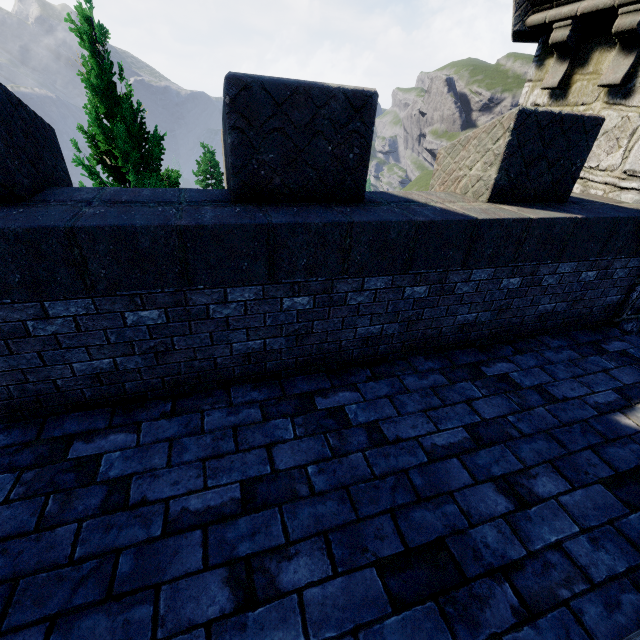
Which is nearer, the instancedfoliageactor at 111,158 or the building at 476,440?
the building at 476,440

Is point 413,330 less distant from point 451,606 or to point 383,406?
point 383,406

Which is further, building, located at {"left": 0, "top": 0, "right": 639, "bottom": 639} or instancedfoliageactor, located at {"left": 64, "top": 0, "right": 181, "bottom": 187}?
instancedfoliageactor, located at {"left": 64, "top": 0, "right": 181, "bottom": 187}
